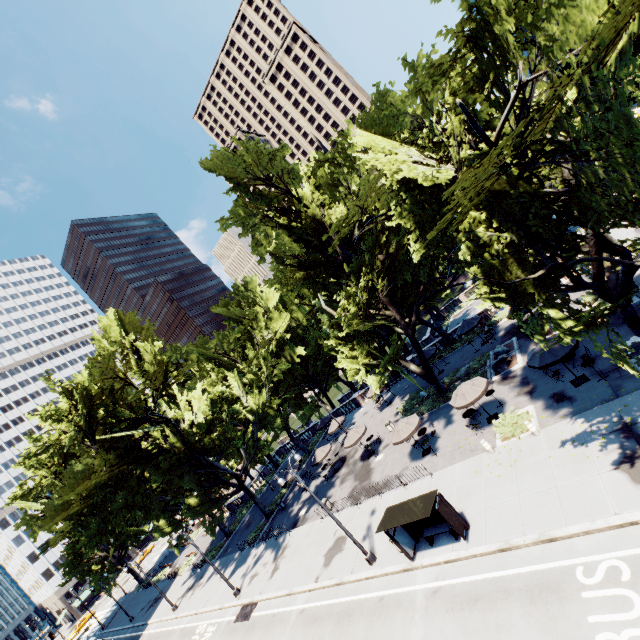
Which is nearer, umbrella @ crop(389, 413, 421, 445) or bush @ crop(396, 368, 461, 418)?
umbrella @ crop(389, 413, 421, 445)

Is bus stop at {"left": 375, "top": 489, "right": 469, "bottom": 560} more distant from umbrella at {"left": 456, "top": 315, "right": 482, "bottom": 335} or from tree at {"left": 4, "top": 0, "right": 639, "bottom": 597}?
umbrella at {"left": 456, "top": 315, "right": 482, "bottom": 335}

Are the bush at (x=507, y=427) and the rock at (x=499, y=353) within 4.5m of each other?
no

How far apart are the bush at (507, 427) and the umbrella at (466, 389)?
1.6m

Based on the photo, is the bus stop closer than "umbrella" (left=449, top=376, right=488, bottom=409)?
Yes

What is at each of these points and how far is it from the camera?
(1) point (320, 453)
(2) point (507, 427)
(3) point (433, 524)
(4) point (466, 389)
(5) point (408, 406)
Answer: (1) umbrella, 32.34m
(2) bush, 18.45m
(3) bus stop, 15.95m
(4) umbrella, 20.20m
(5) bush, 31.03m

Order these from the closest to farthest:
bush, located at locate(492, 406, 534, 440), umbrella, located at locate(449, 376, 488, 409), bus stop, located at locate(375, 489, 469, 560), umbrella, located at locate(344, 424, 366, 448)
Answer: bus stop, located at locate(375, 489, 469, 560)
bush, located at locate(492, 406, 534, 440)
umbrella, located at locate(449, 376, 488, 409)
umbrella, located at locate(344, 424, 366, 448)

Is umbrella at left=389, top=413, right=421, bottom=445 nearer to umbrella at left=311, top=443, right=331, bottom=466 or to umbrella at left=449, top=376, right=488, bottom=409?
umbrella at left=449, top=376, right=488, bottom=409
